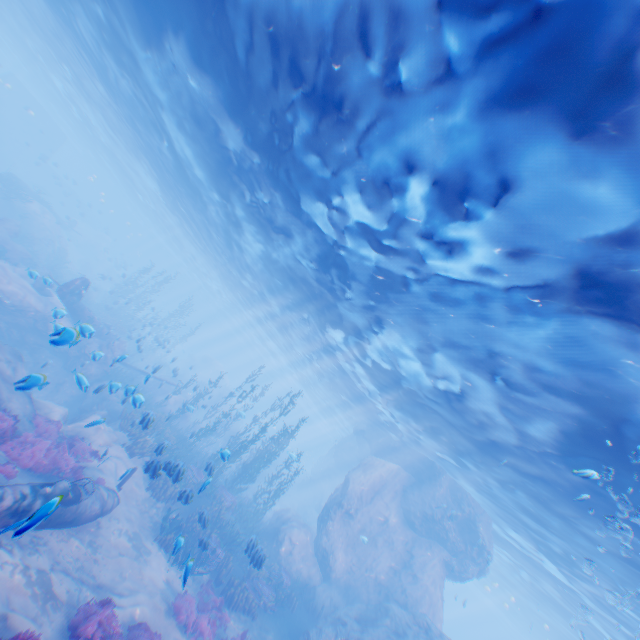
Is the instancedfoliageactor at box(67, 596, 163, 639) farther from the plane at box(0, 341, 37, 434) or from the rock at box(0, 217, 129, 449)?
the plane at box(0, 341, 37, 434)

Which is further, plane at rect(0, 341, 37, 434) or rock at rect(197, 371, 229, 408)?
rock at rect(197, 371, 229, 408)

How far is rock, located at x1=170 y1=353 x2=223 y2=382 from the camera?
41.0 meters

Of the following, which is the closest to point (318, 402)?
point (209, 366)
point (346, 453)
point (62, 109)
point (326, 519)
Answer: point (346, 453)

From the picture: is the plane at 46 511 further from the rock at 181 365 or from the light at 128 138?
the light at 128 138

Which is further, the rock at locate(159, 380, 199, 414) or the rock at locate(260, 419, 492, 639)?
the rock at locate(159, 380, 199, 414)

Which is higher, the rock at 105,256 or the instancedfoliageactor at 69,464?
the rock at 105,256

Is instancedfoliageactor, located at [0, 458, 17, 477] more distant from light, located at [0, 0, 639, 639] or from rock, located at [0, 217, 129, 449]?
light, located at [0, 0, 639, 639]
